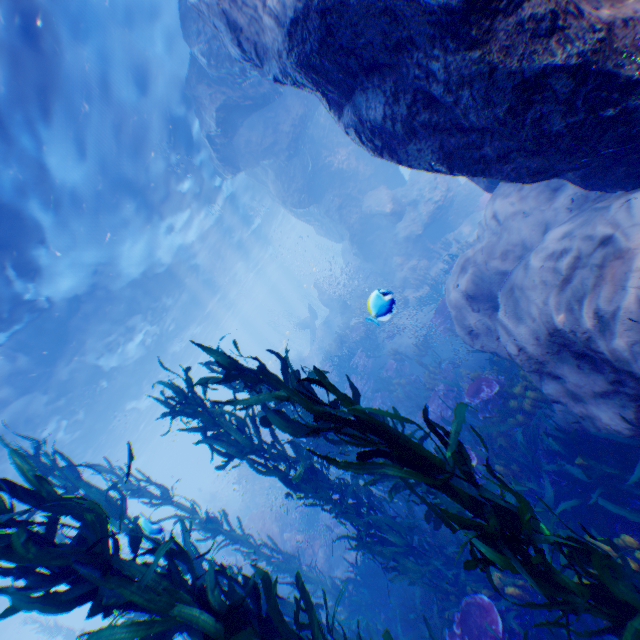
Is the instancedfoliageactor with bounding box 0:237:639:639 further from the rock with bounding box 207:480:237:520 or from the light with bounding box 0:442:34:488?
the light with bounding box 0:442:34:488

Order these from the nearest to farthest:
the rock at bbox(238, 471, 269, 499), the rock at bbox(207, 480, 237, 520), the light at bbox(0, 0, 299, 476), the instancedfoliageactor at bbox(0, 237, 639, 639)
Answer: the instancedfoliageactor at bbox(0, 237, 639, 639) < the light at bbox(0, 0, 299, 476) < the rock at bbox(238, 471, 269, 499) < the rock at bbox(207, 480, 237, 520)

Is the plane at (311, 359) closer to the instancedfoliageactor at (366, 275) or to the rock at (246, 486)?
the rock at (246, 486)

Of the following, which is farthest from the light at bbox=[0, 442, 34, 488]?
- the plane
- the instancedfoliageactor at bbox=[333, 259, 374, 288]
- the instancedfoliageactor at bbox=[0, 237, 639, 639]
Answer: the instancedfoliageactor at bbox=[333, 259, 374, 288]

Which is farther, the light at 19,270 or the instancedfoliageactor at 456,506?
the light at 19,270

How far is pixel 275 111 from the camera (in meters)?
14.60

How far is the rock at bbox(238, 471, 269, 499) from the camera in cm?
2163
